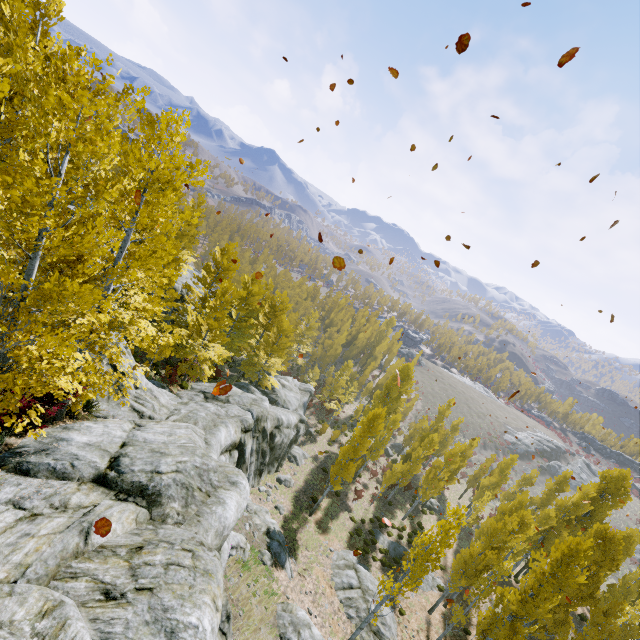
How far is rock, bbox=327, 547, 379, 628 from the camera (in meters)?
18.82

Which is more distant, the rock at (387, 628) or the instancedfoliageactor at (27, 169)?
the rock at (387, 628)

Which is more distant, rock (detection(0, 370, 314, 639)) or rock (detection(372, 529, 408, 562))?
rock (detection(372, 529, 408, 562))

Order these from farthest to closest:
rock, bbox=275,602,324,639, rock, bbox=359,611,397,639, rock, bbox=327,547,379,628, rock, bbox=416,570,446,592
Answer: rock, bbox=416,570,446,592, rock, bbox=327,547,379,628, rock, bbox=359,611,397,639, rock, bbox=275,602,324,639

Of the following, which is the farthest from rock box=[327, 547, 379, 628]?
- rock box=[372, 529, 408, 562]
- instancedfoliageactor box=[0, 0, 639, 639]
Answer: rock box=[372, 529, 408, 562]

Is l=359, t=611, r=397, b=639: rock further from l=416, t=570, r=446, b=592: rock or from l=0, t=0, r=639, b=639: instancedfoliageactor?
l=416, t=570, r=446, b=592: rock

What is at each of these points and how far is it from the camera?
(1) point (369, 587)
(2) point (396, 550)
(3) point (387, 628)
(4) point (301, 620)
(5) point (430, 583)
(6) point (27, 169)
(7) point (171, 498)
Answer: (1) rock, 20.77m
(2) rock, 28.56m
(3) rock, 19.31m
(4) rock, 13.34m
(5) rock, 26.62m
(6) instancedfoliageactor, 11.48m
(7) rock, 7.70m

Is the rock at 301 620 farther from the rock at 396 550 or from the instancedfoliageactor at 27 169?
the rock at 396 550
